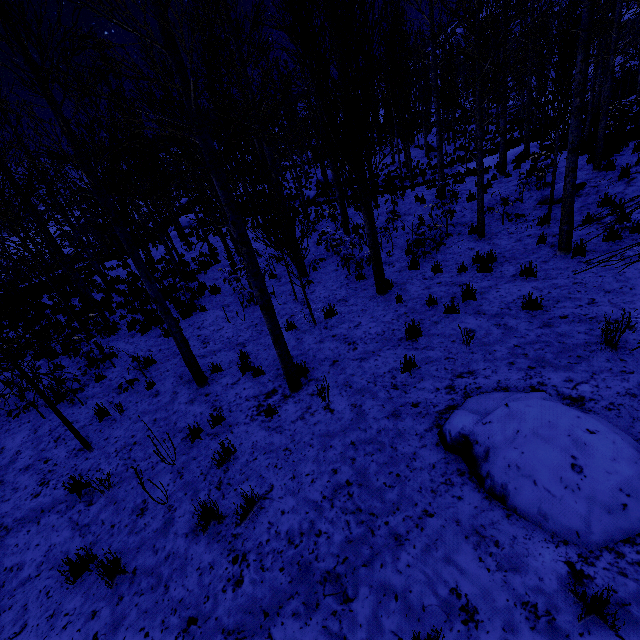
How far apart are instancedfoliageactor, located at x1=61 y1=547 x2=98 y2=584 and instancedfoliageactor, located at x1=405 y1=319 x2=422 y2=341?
5.7 meters

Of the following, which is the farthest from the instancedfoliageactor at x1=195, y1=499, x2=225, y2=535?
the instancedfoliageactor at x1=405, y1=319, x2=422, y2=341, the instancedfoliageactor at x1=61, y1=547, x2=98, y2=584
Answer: the instancedfoliageactor at x1=405, y1=319, x2=422, y2=341

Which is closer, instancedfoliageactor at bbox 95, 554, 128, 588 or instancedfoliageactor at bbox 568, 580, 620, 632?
instancedfoliageactor at bbox 568, 580, 620, 632

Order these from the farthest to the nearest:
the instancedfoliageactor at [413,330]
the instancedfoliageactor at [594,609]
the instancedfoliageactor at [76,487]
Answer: the instancedfoliageactor at [413,330]
the instancedfoliageactor at [76,487]
the instancedfoliageactor at [594,609]

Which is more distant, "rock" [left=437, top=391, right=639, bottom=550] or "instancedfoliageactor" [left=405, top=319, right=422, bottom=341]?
"instancedfoliageactor" [left=405, top=319, right=422, bottom=341]

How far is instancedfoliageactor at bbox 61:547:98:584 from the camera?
3.8m

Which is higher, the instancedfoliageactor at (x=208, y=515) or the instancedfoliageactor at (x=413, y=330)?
the instancedfoliageactor at (x=413, y=330)

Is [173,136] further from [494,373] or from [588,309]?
[588,309]
